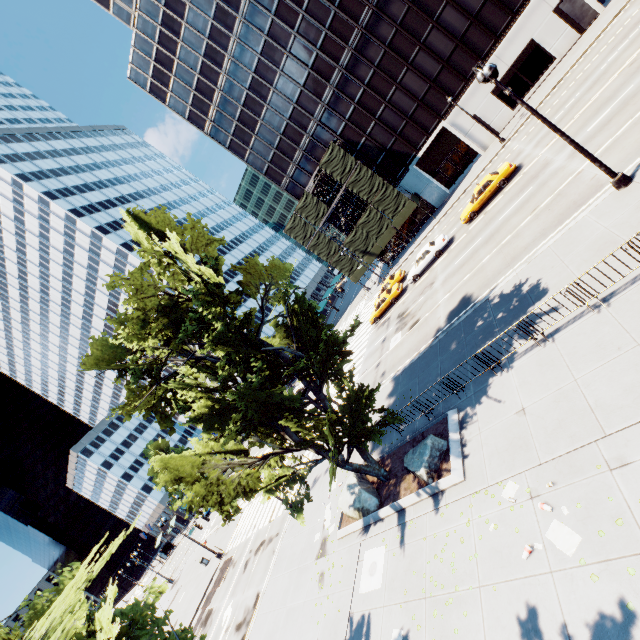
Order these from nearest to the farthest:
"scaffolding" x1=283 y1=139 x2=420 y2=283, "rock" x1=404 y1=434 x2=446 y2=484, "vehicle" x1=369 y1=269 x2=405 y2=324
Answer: "rock" x1=404 y1=434 x2=446 y2=484, "vehicle" x1=369 y1=269 x2=405 y2=324, "scaffolding" x1=283 y1=139 x2=420 y2=283

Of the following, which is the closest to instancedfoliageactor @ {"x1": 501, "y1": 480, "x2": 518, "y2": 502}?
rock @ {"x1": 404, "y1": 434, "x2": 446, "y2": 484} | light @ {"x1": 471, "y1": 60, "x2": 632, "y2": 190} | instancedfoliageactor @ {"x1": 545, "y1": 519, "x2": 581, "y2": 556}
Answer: instancedfoliageactor @ {"x1": 545, "y1": 519, "x2": 581, "y2": 556}

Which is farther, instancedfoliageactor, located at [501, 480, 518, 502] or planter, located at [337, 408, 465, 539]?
planter, located at [337, 408, 465, 539]

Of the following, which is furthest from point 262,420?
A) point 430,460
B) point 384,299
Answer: point 384,299

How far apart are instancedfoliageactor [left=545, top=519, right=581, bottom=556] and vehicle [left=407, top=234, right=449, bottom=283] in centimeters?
2383cm

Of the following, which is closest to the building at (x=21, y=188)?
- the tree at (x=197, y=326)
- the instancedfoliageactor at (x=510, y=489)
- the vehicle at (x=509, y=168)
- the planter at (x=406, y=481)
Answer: the tree at (x=197, y=326)

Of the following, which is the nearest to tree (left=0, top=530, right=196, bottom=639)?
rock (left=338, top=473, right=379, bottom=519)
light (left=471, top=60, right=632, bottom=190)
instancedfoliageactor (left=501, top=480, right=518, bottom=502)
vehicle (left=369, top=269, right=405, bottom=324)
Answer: rock (left=338, top=473, right=379, bottom=519)

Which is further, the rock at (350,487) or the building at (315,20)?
the building at (315,20)
